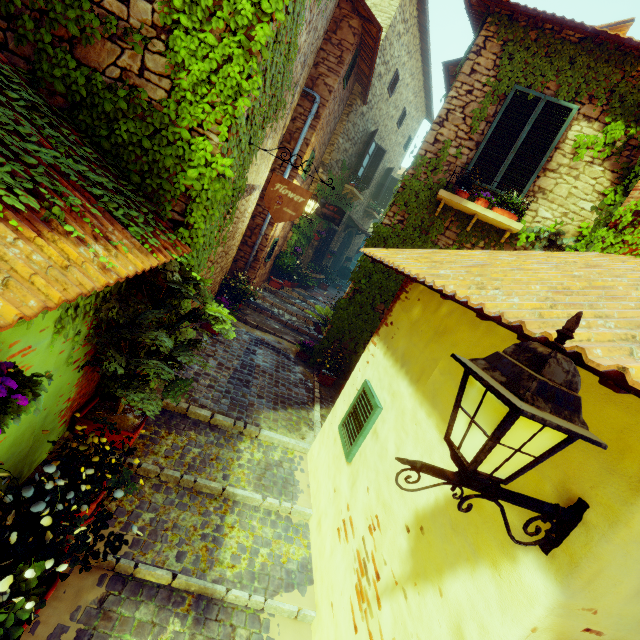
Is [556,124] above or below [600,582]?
above

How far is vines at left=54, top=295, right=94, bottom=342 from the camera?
2.19m

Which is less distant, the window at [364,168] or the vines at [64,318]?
the vines at [64,318]

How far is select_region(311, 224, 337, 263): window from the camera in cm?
1321

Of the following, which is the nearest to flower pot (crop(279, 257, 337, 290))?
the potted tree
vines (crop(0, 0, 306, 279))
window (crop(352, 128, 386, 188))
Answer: the potted tree

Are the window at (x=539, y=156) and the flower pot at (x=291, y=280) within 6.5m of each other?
no

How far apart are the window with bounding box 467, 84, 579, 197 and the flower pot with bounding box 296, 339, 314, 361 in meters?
4.5 m
